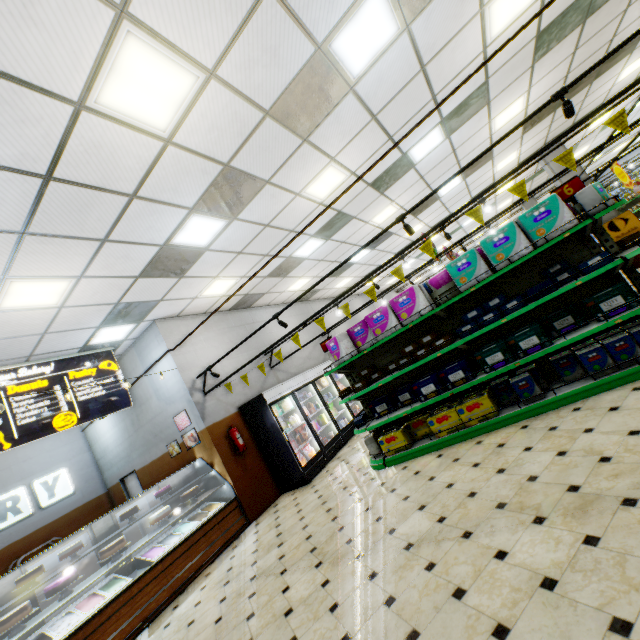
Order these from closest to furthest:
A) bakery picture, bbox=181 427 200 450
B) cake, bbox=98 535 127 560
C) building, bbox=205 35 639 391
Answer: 1. cake, bbox=98 535 127 560
2. bakery picture, bbox=181 427 200 450
3. building, bbox=205 35 639 391

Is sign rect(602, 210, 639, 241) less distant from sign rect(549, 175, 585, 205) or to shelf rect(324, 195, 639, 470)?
shelf rect(324, 195, 639, 470)

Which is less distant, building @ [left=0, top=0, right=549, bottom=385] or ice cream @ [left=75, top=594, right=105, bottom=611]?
building @ [left=0, top=0, right=549, bottom=385]

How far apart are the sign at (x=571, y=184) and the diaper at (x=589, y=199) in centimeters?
2cm

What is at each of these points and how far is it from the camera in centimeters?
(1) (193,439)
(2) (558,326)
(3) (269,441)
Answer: (1) bakery picture, 731cm
(2) sanitary pad, 438cm
(3) wall refrigerator door, 761cm

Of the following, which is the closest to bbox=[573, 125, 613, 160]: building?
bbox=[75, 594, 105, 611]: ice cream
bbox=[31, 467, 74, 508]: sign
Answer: bbox=[31, 467, 74, 508]: sign

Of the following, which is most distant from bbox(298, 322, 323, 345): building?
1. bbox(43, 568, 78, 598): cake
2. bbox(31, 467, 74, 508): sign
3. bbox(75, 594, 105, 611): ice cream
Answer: bbox(43, 568, 78, 598): cake

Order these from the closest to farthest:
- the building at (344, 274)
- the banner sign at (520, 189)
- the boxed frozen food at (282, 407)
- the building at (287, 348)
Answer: the banner sign at (520, 189)
the boxed frozen food at (282, 407)
the building at (344, 274)
the building at (287, 348)
